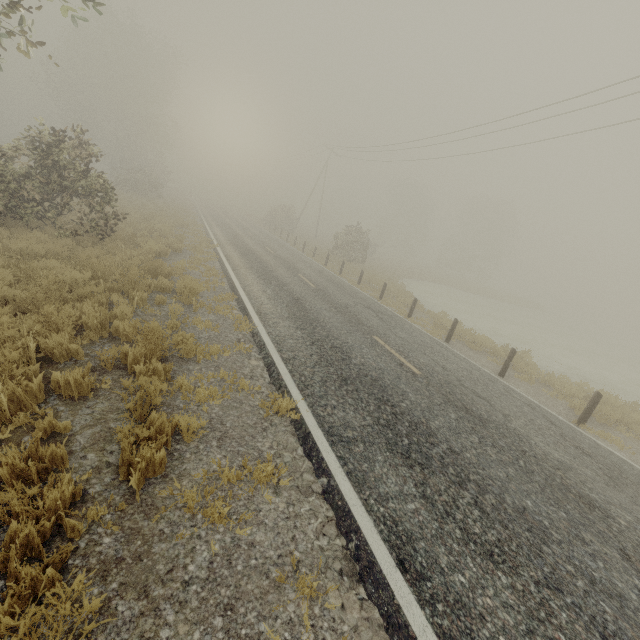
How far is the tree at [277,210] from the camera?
40.8 meters

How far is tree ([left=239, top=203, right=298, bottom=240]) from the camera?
40.81m

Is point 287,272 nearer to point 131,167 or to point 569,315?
point 131,167
